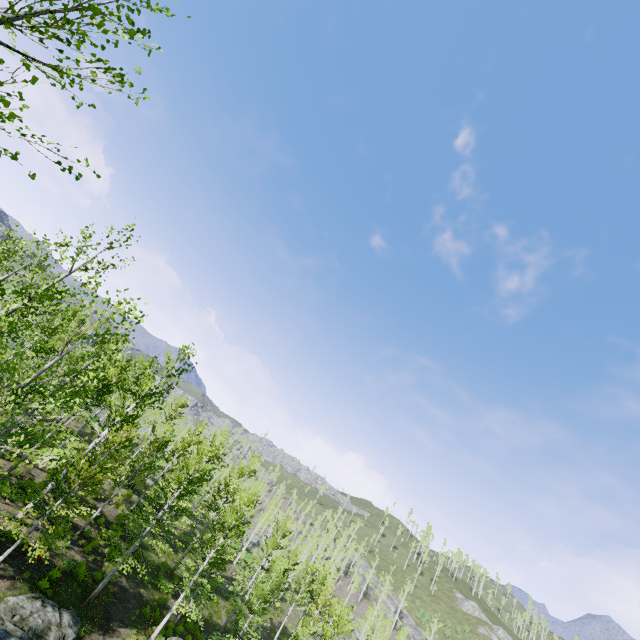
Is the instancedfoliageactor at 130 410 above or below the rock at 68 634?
above

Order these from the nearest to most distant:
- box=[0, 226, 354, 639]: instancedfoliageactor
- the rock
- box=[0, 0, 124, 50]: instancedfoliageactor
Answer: box=[0, 0, 124, 50]: instancedfoliageactor, box=[0, 226, 354, 639]: instancedfoliageactor, the rock

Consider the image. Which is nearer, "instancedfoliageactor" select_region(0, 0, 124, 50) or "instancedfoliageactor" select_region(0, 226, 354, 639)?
"instancedfoliageactor" select_region(0, 0, 124, 50)

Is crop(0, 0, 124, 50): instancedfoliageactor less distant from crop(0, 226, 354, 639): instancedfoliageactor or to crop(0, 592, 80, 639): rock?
crop(0, 592, 80, 639): rock

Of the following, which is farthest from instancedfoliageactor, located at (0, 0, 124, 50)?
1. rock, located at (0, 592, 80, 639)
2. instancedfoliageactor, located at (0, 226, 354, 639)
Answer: instancedfoliageactor, located at (0, 226, 354, 639)

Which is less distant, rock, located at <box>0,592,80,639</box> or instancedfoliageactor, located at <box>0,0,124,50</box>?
instancedfoliageactor, located at <box>0,0,124,50</box>

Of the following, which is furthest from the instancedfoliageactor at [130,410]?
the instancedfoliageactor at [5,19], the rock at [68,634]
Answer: the instancedfoliageactor at [5,19]

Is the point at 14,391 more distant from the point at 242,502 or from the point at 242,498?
the point at 242,502
